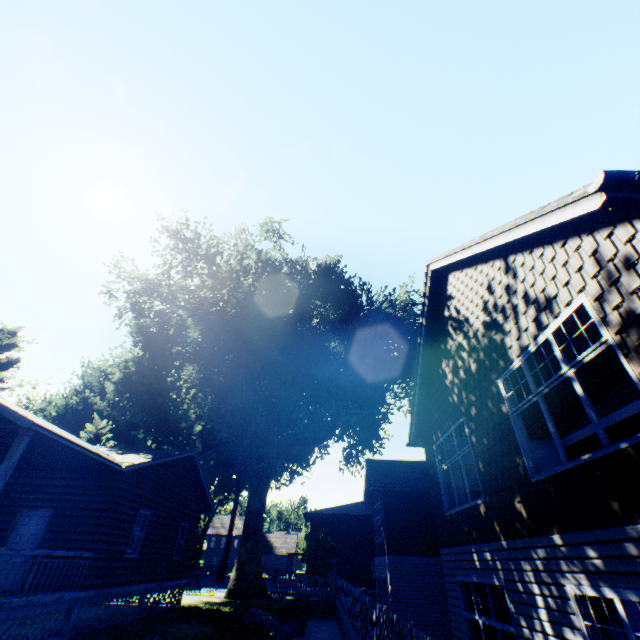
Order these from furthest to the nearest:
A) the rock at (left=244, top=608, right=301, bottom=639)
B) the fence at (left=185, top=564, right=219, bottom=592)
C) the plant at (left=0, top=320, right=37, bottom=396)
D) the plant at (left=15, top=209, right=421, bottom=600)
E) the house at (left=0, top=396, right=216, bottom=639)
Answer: the plant at (left=0, top=320, right=37, bottom=396) → the fence at (left=185, top=564, right=219, bottom=592) → the plant at (left=15, top=209, right=421, bottom=600) → the rock at (left=244, top=608, right=301, bottom=639) → the house at (left=0, top=396, right=216, bottom=639)

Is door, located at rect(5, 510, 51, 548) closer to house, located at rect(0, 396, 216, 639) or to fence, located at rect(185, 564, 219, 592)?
house, located at rect(0, 396, 216, 639)

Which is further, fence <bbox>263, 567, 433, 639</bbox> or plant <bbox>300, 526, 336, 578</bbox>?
plant <bbox>300, 526, 336, 578</bbox>

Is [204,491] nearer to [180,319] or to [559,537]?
[180,319]

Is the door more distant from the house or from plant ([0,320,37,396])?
plant ([0,320,37,396])

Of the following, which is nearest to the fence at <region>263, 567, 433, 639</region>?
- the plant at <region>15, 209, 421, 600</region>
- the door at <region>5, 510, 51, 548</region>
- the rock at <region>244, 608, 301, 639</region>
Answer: the plant at <region>15, 209, 421, 600</region>

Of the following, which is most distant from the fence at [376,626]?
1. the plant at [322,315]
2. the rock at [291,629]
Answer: the rock at [291,629]

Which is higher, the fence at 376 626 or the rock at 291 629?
the fence at 376 626
